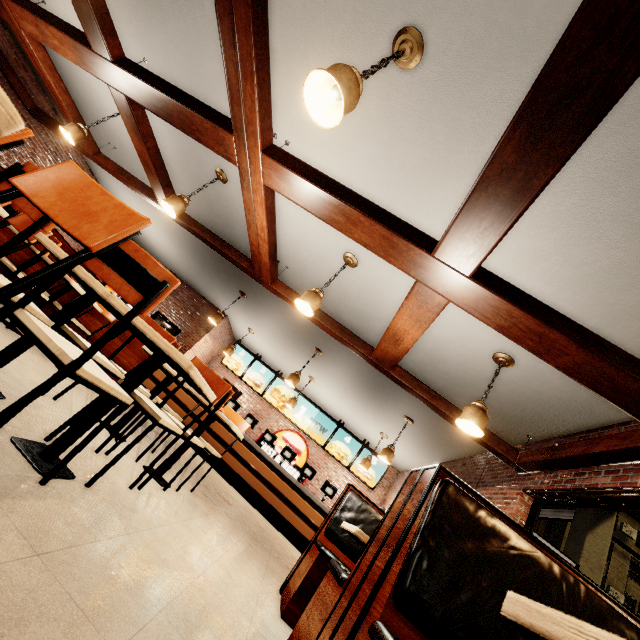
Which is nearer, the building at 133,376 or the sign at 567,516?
the building at 133,376

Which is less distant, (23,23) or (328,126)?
(328,126)

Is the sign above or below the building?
above

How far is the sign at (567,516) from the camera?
10.3 meters

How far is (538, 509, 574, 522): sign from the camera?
10.32m

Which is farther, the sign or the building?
the sign
